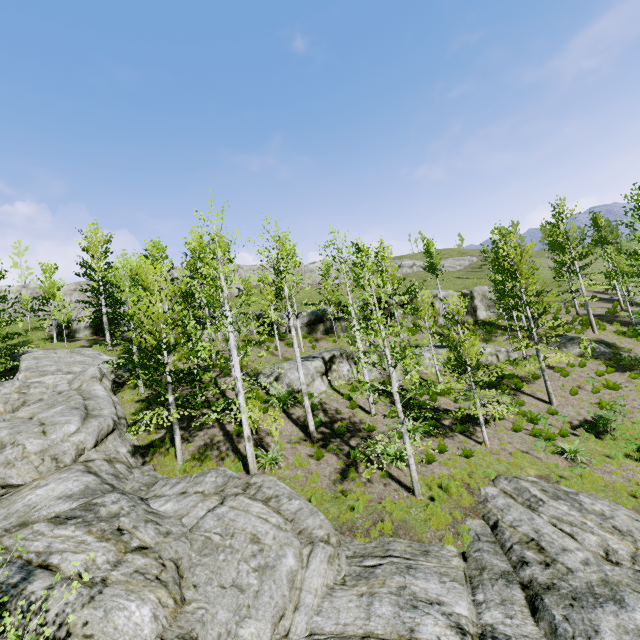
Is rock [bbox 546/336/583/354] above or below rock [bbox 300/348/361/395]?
below

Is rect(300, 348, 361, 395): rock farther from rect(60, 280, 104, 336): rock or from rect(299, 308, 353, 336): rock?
rect(60, 280, 104, 336): rock

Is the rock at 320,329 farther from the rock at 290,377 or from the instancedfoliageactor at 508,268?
the instancedfoliageactor at 508,268

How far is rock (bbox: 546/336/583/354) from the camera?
23.3 meters

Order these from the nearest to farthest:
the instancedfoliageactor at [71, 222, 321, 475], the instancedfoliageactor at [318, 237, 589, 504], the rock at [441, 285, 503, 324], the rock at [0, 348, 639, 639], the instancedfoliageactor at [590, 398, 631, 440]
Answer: the rock at [0, 348, 639, 639] → the instancedfoliageactor at [318, 237, 589, 504] → the instancedfoliageactor at [71, 222, 321, 475] → the instancedfoliageactor at [590, 398, 631, 440] → the rock at [441, 285, 503, 324]

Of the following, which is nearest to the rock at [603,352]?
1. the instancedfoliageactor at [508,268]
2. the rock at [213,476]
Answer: the rock at [213,476]

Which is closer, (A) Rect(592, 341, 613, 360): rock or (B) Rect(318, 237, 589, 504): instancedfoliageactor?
(B) Rect(318, 237, 589, 504): instancedfoliageactor

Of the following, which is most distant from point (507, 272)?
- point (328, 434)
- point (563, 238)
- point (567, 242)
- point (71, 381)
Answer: point (71, 381)
